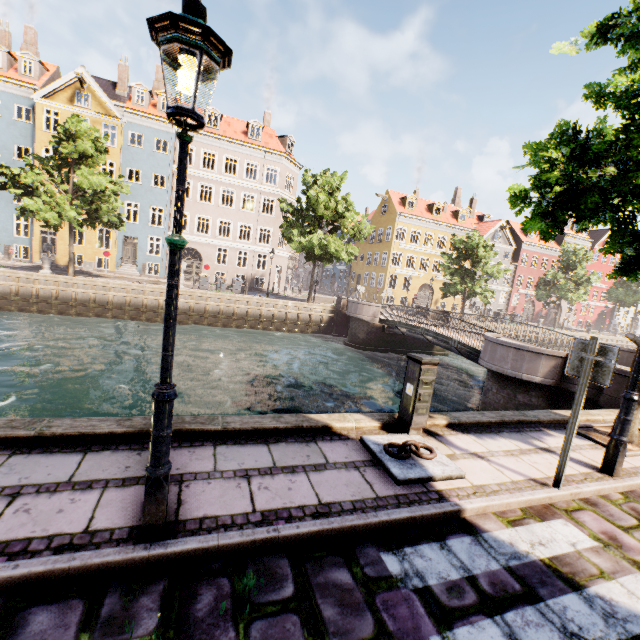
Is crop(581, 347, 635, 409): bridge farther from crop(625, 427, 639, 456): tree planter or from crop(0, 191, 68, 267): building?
crop(0, 191, 68, 267): building

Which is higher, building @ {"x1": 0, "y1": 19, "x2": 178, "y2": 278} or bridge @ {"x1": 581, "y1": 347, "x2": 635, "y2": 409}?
building @ {"x1": 0, "y1": 19, "x2": 178, "y2": 278}

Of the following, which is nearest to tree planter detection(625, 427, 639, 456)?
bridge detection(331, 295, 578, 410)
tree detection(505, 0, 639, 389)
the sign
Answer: tree detection(505, 0, 639, 389)

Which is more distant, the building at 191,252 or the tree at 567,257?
the tree at 567,257

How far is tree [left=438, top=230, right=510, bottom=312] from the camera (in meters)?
29.30

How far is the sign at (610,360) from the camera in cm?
368

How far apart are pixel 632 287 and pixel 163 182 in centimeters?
5993cm

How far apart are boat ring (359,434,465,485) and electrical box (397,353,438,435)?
0.0m
